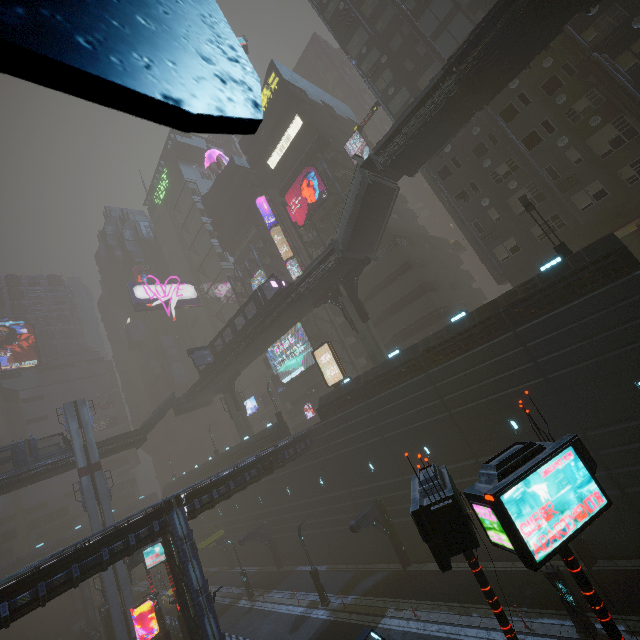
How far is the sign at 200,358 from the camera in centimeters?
3994cm

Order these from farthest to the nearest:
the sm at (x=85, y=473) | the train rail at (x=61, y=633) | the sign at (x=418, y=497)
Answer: the train rail at (x=61, y=633) → the sm at (x=85, y=473) → the sign at (x=418, y=497)

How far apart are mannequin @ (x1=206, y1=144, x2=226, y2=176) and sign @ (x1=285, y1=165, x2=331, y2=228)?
22.62m

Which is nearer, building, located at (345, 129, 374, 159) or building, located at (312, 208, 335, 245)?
building, located at (312, 208, 335, 245)

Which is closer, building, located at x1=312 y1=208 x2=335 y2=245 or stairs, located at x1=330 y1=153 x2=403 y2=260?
stairs, located at x1=330 y1=153 x2=403 y2=260

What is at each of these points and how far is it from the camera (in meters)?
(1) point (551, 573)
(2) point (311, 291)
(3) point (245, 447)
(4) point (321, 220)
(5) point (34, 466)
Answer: (1) street light, 13.56
(2) bridge, 30.56
(3) building, 39.19
(4) building, 42.00
(5) bridge, 35.44

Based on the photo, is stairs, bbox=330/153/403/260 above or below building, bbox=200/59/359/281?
below

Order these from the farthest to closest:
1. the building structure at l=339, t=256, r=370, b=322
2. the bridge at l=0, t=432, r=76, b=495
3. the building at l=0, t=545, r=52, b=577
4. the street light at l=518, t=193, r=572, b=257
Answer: the building at l=0, t=545, r=52, b=577 → the bridge at l=0, t=432, r=76, b=495 → the building structure at l=339, t=256, r=370, b=322 → the street light at l=518, t=193, r=572, b=257
